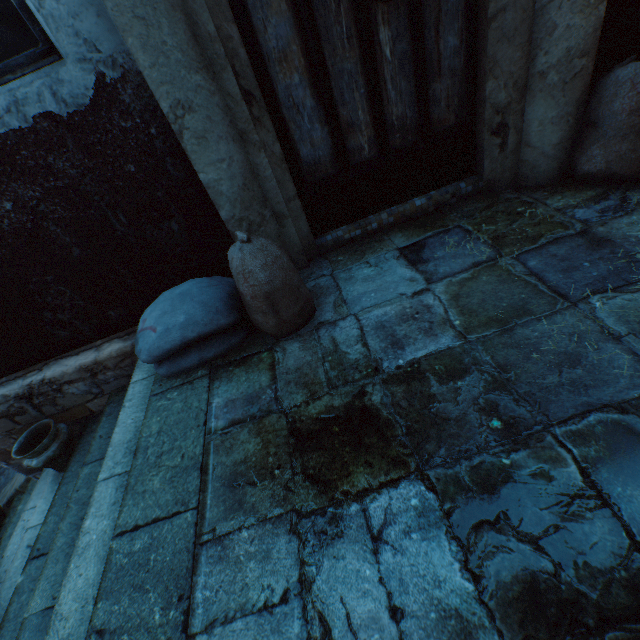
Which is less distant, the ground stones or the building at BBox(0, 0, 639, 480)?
the building at BBox(0, 0, 639, 480)

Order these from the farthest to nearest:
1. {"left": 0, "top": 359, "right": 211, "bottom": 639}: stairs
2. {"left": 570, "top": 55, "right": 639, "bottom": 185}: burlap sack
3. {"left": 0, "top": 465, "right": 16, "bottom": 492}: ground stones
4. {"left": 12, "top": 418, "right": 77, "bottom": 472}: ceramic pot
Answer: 1. {"left": 0, "top": 465, "right": 16, "bottom": 492}: ground stones
2. {"left": 12, "top": 418, "right": 77, "bottom": 472}: ceramic pot
3. {"left": 570, "top": 55, "right": 639, "bottom": 185}: burlap sack
4. {"left": 0, "top": 359, "right": 211, "bottom": 639}: stairs

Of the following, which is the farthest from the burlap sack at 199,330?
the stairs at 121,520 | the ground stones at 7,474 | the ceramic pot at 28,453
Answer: the ground stones at 7,474

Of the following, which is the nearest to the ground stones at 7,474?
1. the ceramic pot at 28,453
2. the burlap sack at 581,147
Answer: the ceramic pot at 28,453

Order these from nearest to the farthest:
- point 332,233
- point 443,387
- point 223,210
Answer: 1. point 443,387
2. point 223,210
3. point 332,233

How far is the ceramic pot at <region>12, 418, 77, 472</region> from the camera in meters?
2.5

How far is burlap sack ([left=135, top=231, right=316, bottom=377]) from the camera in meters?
1.6

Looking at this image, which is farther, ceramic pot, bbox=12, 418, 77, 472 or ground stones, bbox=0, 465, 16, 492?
ground stones, bbox=0, 465, 16, 492
